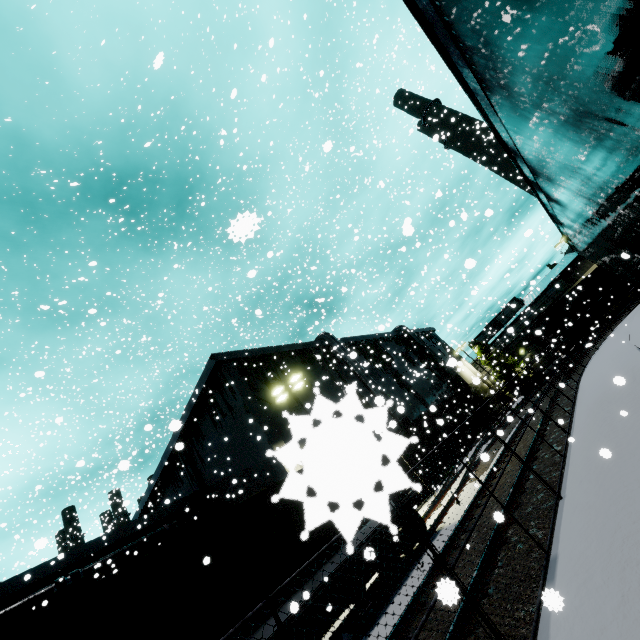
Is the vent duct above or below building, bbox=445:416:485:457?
above

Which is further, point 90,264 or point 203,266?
point 203,266

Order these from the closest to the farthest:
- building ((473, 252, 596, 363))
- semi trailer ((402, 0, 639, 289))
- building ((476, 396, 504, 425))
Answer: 1. semi trailer ((402, 0, 639, 289))
2. building ((476, 396, 504, 425))
3. building ((473, 252, 596, 363))

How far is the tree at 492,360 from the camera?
45.0m

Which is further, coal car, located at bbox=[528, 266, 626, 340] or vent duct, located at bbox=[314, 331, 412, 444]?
coal car, located at bbox=[528, 266, 626, 340]

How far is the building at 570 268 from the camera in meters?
43.6 m

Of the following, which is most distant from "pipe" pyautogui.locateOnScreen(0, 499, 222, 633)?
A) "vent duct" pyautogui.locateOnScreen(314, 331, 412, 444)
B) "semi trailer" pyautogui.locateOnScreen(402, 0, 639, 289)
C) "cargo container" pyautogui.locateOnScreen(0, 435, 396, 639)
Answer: "semi trailer" pyautogui.locateOnScreen(402, 0, 639, 289)

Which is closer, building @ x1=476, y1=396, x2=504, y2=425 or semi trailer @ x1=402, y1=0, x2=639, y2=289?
semi trailer @ x1=402, y1=0, x2=639, y2=289
